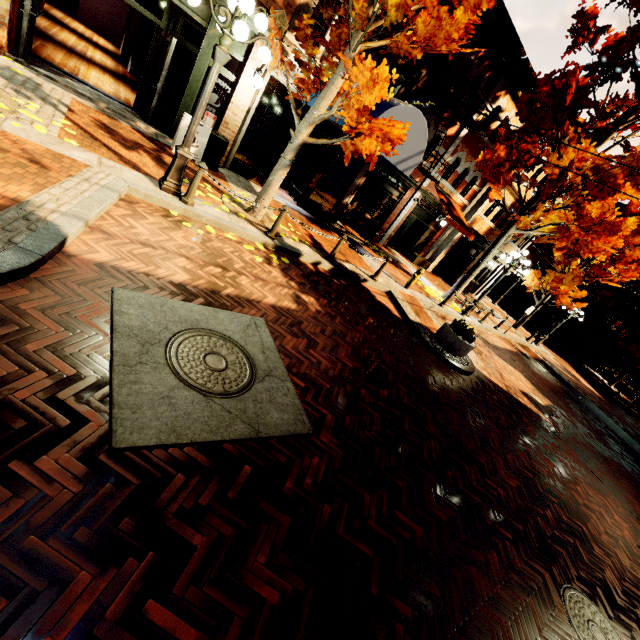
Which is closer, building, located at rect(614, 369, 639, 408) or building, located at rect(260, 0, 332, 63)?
building, located at rect(260, 0, 332, 63)

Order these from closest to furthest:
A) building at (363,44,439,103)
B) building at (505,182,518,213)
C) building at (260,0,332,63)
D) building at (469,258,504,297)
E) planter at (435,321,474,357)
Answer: building at (260,0,332,63), planter at (435,321,474,357), building at (363,44,439,103), building at (505,182,518,213), building at (469,258,504,297)

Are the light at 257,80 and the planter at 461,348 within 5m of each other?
no

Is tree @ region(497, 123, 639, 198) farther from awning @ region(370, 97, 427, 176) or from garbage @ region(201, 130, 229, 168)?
garbage @ region(201, 130, 229, 168)

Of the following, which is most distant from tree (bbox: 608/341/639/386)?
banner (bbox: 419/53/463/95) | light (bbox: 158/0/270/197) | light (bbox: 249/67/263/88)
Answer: light (bbox: 158/0/270/197)

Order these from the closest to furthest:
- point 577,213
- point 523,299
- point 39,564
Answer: point 39,564
point 577,213
point 523,299

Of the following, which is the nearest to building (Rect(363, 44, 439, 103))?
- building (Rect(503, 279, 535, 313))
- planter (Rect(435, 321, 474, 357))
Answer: planter (Rect(435, 321, 474, 357))

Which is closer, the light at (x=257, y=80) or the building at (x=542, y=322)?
the light at (x=257, y=80)
